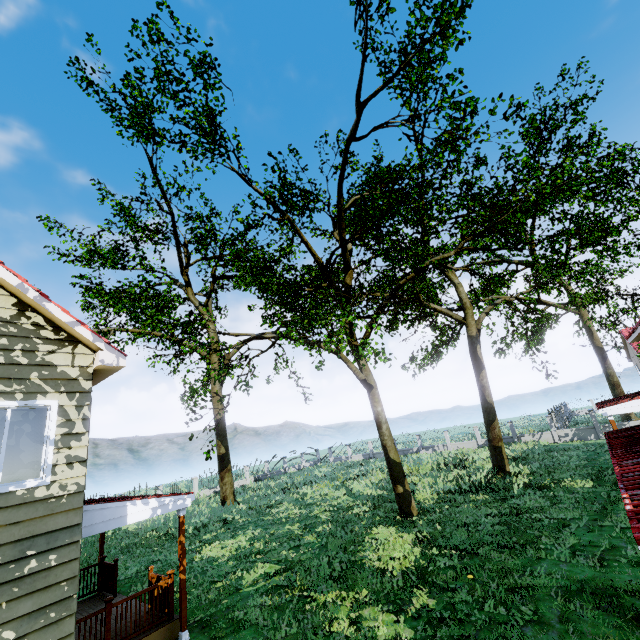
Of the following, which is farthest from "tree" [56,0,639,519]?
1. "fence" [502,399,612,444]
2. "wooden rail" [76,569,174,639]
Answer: "wooden rail" [76,569,174,639]

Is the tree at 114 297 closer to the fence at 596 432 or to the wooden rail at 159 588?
the fence at 596 432

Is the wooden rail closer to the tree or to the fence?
the tree

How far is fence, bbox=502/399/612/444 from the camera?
27.1 meters

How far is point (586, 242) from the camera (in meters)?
30.20

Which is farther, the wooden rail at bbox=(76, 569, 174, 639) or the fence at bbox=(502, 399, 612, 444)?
the fence at bbox=(502, 399, 612, 444)

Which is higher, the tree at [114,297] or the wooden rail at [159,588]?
the tree at [114,297]
